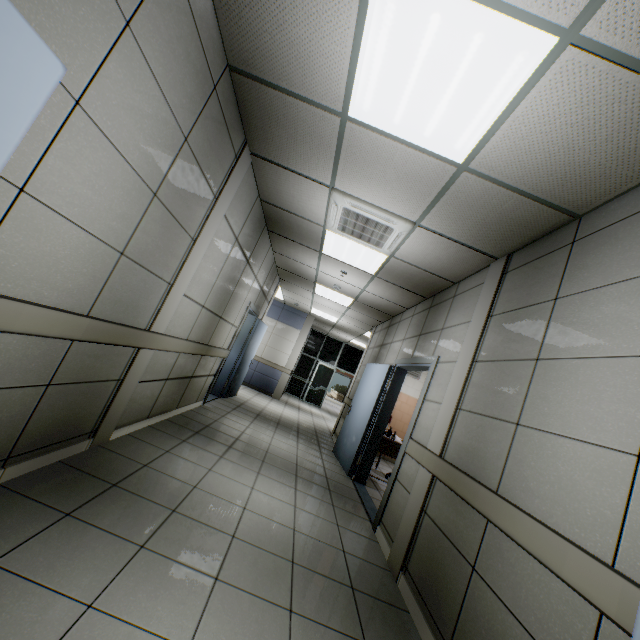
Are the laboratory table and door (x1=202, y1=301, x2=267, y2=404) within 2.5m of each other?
no

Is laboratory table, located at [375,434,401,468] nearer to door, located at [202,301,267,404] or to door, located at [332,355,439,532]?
door, located at [332,355,439,532]

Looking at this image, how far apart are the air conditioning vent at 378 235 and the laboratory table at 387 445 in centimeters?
323cm

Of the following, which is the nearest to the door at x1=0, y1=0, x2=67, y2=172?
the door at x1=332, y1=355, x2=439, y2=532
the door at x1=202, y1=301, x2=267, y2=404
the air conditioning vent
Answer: the air conditioning vent

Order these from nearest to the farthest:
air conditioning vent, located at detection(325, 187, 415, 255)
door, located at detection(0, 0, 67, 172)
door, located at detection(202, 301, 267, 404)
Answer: door, located at detection(0, 0, 67, 172), air conditioning vent, located at detection(325, 187, 415, 255), door, located at detection(202, 301, 267, 404)

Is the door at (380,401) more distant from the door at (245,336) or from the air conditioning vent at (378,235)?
the door at (245,336)

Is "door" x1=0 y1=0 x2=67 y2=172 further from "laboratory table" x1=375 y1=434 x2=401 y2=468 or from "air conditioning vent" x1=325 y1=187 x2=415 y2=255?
"laboratory table" x1=375 y1=434 x2=401 y2=468

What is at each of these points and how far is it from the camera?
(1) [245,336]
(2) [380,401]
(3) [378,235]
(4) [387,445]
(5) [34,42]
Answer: (1) door, 7.6 meters
(2) door, 5.6 meters
(3) air conditioning vent, 3.9 meters
(4) laboratory table, 5.7 meters
(5) door, 1.1 meters
